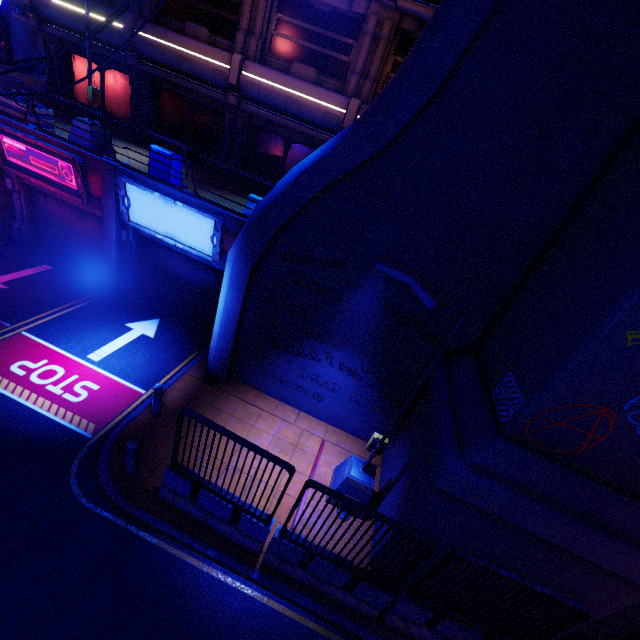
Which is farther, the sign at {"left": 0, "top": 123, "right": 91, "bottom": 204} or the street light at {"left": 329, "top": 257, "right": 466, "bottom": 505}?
the sign at {"left": 0, "top": 123, "right": 91, "bottom": 204}

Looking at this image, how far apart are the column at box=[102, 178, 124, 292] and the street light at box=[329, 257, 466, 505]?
9.8m

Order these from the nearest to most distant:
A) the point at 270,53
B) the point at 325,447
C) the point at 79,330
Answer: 1. the point at 325,447
2. the point at 79,330
3. the point at 270,53

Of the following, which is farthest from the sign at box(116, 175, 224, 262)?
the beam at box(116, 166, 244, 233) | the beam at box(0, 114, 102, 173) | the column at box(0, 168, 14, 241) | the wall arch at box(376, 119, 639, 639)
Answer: the wall arch at box(376, 119, 639, 639)

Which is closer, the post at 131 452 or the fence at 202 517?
the fence at 202 517

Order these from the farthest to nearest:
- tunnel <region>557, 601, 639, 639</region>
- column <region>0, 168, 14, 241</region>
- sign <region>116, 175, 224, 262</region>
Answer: column <region>0, 168, 14, 241</region>, sign <region>116, 175, 224, 262</region>, tunnel <region>557, 601, 639, 639</region>

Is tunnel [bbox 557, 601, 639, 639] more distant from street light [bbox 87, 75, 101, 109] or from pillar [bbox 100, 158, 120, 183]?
street light [bbox 87, 75, 101, 109]

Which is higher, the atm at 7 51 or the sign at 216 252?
the atm at 7 51
